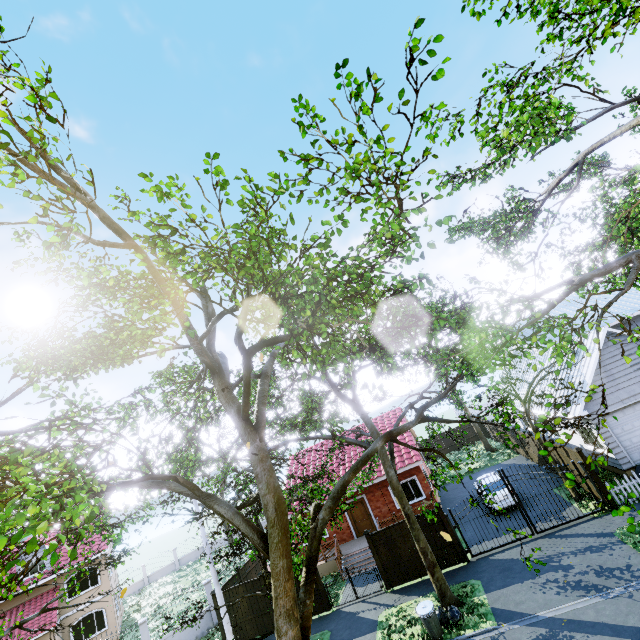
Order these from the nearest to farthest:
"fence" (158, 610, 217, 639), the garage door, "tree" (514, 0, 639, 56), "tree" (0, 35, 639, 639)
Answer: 1. "tree" (0, 35, 639, 639)
2. "tree" (514, 0, 639, 56)
3. the garage door
4. "fence" (158, 610, 217, 639)

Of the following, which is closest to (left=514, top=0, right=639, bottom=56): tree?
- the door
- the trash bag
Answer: the trash bag

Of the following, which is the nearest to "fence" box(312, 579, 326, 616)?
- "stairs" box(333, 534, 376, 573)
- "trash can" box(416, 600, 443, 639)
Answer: "stairs" box(333, 534, 376, 573)

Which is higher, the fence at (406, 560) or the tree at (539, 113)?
the tree at (539, 113)

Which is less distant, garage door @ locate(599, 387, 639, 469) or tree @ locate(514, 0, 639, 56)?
tree @ locate(514, 0, 639, 56)

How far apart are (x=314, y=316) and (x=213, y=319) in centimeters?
280cm

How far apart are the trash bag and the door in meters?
9.1

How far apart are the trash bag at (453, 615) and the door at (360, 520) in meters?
9.1 m
